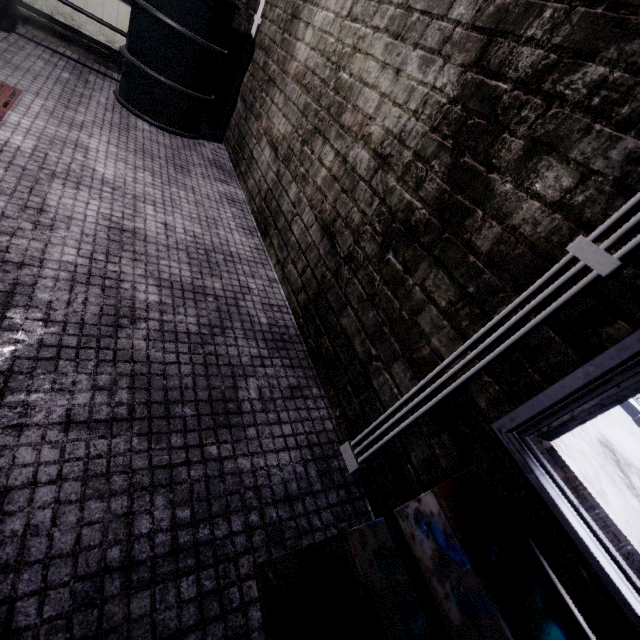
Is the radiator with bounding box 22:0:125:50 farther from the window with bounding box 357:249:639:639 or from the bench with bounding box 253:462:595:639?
the bench with bounding box 253:462:595:639

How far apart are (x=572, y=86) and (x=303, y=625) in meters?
1.4 m

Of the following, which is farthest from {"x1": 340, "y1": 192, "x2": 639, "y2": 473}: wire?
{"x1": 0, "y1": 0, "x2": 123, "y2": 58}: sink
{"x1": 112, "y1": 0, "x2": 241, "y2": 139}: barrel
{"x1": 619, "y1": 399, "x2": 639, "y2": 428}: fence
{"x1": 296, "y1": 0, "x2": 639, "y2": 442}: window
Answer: {"x1": 619, "y1": 399, "x2": 639, "y2": 428}: fence

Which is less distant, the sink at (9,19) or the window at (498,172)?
the window at (498,172)

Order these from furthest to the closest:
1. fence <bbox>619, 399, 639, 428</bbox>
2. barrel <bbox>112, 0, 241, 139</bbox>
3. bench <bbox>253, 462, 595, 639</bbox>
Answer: fence <bbox>619, 399, 639, 428</bbox>, barrel <bbox>112, 0, 241, 139</bbox>, bench <bbox>253, 462, 595, 639</bbox>

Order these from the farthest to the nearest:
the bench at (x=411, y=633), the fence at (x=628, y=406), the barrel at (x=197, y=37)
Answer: the fence at (x=628, y=406)
the barrel at (x=197, y=37)
the bench at (x=411, y=633)

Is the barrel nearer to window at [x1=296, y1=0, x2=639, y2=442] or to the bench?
window at [x1=296, y1=0, x2=639, y2=442]

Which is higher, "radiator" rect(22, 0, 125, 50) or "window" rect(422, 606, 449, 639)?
"radiator" rect(22, 0, 125, 50)
